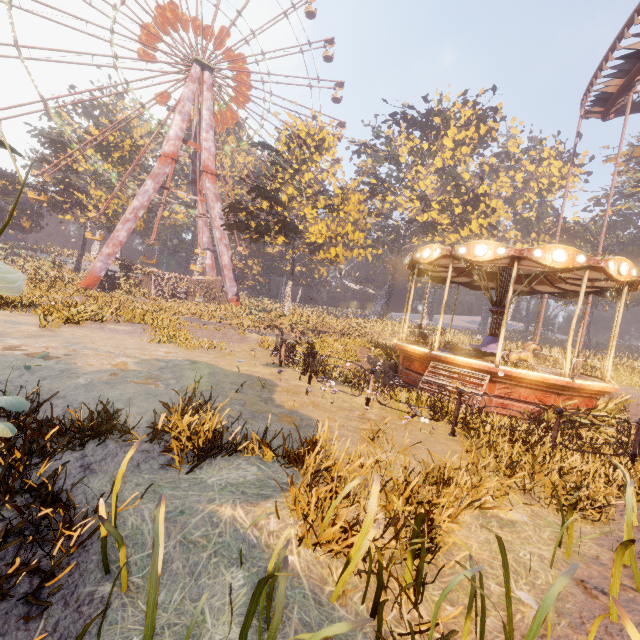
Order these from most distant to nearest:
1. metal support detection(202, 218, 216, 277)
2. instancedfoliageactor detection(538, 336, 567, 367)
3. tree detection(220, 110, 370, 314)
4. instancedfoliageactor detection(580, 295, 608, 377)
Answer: metal support detection(202, 218, 216, 277)
tree detection(220, 110, 370, 314)
instancedfoliageactor detection(538, 336, 567, 367)
instancedfoliageactor detection(580, 295, 608, 377)

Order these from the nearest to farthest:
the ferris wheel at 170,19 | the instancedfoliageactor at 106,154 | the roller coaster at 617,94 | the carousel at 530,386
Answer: the carousel at 530,386 < the roller coaster at 617,94 < the ferris wheel at 170,19 < the instancedfoliageactor at 106,154

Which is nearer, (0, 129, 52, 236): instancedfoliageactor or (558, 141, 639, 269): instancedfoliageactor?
(0, 129, 52, 236): instancedfoliageactor

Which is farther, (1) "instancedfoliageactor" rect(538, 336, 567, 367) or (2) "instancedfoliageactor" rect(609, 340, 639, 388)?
(1) "instancedfoliageactor" rect(538, 336, 567, 367)

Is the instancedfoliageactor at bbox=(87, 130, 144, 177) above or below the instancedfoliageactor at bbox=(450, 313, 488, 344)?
above

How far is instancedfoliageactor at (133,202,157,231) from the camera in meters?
43.6 m

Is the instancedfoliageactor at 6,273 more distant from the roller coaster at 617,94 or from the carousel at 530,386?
the roller coaster at 617,94

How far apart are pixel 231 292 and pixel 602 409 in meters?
35.2
